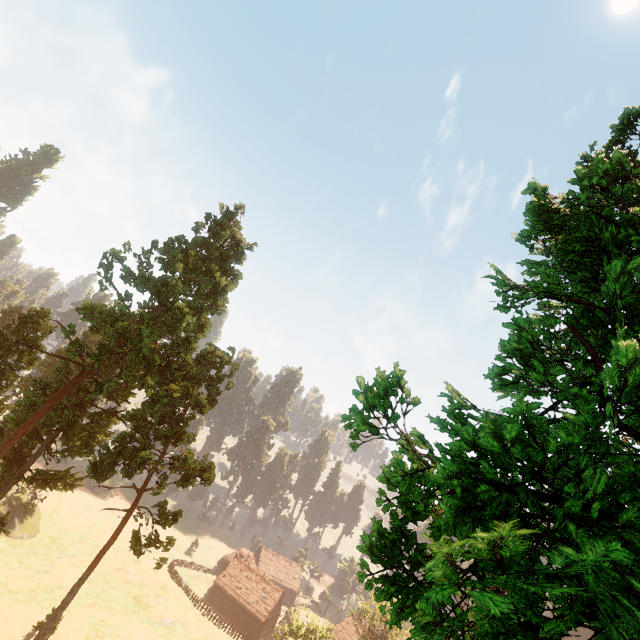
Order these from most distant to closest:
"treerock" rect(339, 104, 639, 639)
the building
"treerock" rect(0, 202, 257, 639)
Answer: the building
"treerock" rect(0, 202, 257, 639)
"treerock" rect(339, 104, 639, 639)

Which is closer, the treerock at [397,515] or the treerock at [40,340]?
the treerock at [397,515]

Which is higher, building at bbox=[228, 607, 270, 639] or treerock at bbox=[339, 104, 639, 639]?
treerock at bbox=[339, 104, 639, 639]

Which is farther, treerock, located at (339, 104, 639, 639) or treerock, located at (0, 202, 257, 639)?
treerock, located at (0, 202, 257, 639)

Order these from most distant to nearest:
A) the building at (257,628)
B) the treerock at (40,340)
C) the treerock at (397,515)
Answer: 1. the building at (257,628)
2. the treerock at (40,340)
3. the treerock at (397,515)

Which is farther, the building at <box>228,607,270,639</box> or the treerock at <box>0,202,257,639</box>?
the building at <box>228,607,270,639</box>

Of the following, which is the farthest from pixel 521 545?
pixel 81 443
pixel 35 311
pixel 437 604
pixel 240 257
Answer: pixel 35 311
